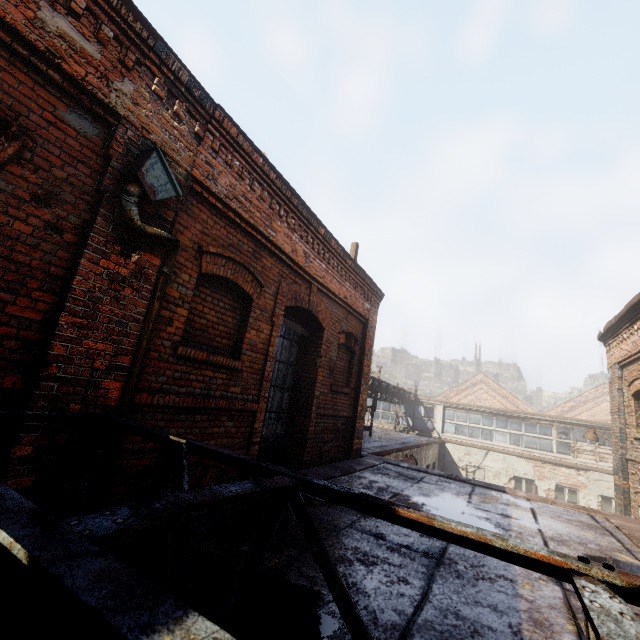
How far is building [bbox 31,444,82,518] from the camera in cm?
256

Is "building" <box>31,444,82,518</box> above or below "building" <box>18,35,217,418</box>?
below

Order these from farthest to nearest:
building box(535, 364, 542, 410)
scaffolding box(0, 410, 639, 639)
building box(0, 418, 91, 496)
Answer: building box(535, 364, 542, 410) → building box(0, 418, 91, 496) → scaffolding box(0, 410, 639, 639)

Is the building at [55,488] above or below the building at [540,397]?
below

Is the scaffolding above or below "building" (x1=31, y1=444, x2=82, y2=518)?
above

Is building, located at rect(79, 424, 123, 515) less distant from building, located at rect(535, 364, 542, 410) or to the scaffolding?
the scaffolding

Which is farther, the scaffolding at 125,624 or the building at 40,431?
the building at 40,431

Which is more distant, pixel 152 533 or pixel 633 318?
pixel 633 318
